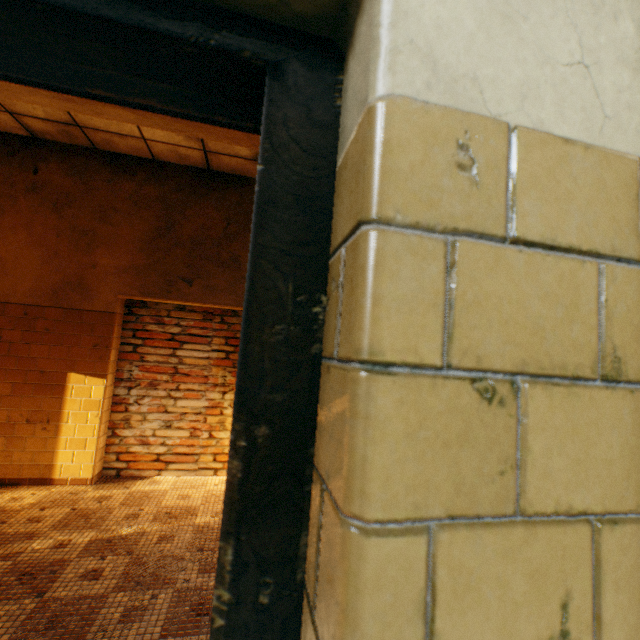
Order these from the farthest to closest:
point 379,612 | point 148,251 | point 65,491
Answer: point 148,251 → point 65,491 → point 379,612
